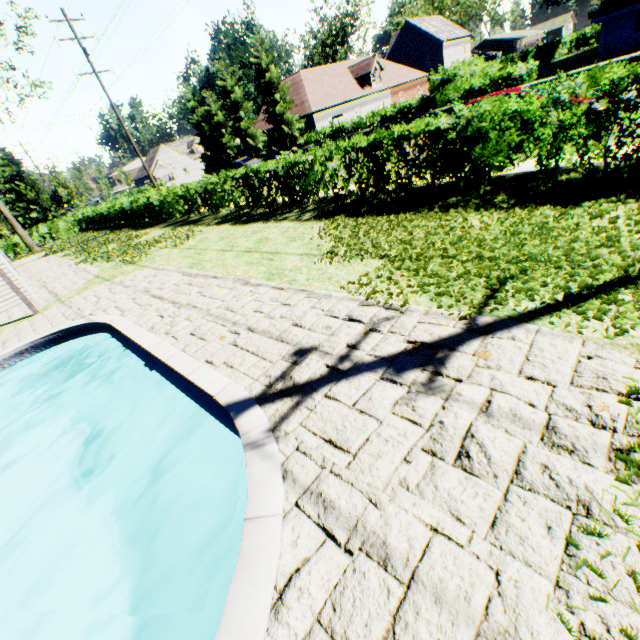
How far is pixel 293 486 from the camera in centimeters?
277cm

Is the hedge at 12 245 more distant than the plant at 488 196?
Yes

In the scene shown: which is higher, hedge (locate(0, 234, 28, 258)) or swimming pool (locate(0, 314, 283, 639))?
hedge (locate(0, 234, 28, 258))

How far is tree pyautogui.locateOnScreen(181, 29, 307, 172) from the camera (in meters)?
31.12

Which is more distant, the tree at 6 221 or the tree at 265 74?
the tree at 265 74

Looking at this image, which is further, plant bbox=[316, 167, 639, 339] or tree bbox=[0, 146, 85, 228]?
tree bbox=[0, 146, 85, 228]

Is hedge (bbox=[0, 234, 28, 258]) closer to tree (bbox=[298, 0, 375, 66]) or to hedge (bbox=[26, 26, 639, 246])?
tree (bbox=[298, 0, 375, 66])
